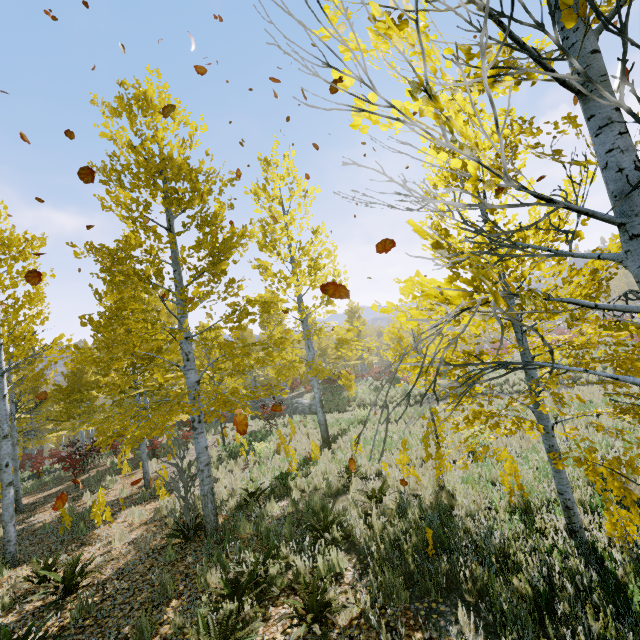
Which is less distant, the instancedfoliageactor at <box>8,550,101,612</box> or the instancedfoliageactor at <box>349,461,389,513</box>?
the instancedfoliageactor at <box>8,550,101,612</box>

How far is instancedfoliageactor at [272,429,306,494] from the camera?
8.4m

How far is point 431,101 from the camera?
1.1m

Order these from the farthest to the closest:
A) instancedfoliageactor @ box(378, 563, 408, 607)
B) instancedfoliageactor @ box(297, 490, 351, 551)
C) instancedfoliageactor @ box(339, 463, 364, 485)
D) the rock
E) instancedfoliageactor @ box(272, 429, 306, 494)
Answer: the rock → instancedfoliageactor @ box(272, 429, 306, 494) → instancedfoliageactor @ box(339, 463, 364, 485) → instancedfoliageactor @ box(297, 490, 351, 551) → instancedfoliageactor @ box(378, 563, 408, 607)

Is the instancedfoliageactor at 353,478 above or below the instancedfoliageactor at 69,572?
below

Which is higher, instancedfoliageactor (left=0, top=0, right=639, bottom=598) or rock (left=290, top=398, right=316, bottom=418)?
instancedfoliageactor (left=0, top=0, right=639, bottom=598)
